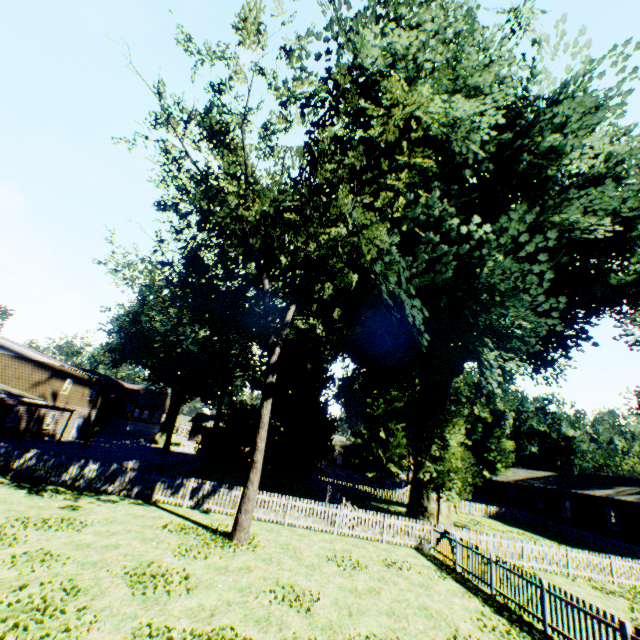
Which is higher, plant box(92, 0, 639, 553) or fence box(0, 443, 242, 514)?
plant box(92, 0, 639, 553)

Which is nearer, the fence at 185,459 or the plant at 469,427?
the plant at 469,427

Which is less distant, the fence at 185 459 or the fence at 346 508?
the fence at 346 508

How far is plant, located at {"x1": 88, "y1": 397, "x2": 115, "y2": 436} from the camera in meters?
41.6

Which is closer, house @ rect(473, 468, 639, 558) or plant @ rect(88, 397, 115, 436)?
house @ rect(473, 468, 639, 558)

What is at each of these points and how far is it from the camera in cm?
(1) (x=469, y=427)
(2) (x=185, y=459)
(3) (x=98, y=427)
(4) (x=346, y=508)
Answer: (1) plant, 5056
(2) fence, 2903
(3) plant, 4175
(4) fence, 1647

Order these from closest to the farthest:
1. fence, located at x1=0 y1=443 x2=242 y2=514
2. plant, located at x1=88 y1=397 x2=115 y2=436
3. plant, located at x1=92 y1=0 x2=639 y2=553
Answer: plant, located at x1=92 y1=0 x2=639 y2=553 < fence, located at x1=0 y1=443 x2=242 y2=514 < plant, located at x1=88 y1=397 x2=115 y2=436
